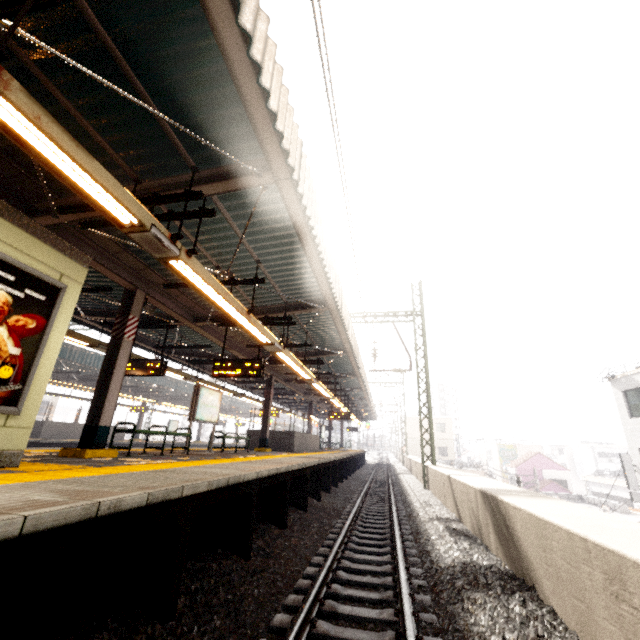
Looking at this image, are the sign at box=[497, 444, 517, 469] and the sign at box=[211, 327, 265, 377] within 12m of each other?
no

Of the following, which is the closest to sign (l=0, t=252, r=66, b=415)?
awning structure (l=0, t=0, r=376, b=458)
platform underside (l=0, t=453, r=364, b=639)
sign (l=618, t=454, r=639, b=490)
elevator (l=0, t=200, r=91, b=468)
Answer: elevator (l=0, t=200, r=91, b=468)

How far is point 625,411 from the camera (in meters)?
17.95

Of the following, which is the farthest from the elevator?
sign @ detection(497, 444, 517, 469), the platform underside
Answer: sign @ detection(497, 444, 517, 469)

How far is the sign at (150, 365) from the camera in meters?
9.7 m

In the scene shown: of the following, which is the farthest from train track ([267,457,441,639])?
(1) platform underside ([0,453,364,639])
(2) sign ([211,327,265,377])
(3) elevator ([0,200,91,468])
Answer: (2) sign ([211,327,265,377])

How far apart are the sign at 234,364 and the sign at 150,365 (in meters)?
1.68

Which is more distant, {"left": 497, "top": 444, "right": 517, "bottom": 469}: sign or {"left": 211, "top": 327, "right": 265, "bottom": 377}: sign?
{"left": 497, "top": 444, "right": 517, "bottom": 469}: sign
